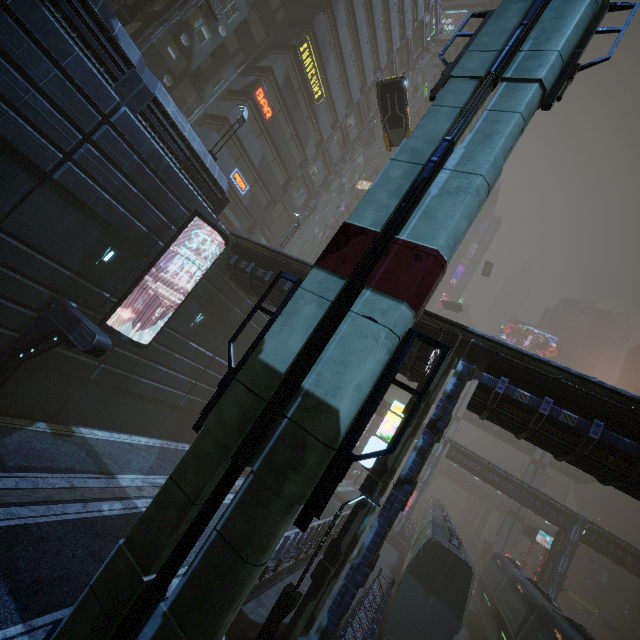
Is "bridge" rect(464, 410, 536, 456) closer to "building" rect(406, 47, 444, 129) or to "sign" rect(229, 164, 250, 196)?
"building" rect(406, 47, 444, 129)

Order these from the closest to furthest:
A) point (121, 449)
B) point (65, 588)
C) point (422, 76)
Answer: point (65, 588)
point (121, 449)
point (422, 76)

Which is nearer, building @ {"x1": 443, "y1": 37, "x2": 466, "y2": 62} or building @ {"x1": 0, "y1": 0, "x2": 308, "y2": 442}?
building @ {"x1": 0, "y1": 0, "x2": 308, "y2": 442}

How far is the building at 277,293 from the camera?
15.49m

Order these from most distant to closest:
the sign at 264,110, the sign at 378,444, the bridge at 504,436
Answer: the bridge at 504,436
the sign at 264,110
the sign at 378,444

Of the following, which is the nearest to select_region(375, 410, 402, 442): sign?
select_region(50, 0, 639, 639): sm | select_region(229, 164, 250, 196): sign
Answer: select_region(50, 0, 639, 639): sm

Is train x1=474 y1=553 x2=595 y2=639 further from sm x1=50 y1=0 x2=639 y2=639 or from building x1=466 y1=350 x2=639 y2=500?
sm x1=50 y1=0 x2=639 y2=639

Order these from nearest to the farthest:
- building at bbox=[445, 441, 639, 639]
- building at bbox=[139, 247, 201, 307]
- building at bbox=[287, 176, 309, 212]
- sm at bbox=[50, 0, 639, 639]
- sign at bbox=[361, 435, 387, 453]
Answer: sm at bbox=[50, 0, 639, 639]
sign at bbox=[361, 435, 387, 453]
building at bbox=[139, 247, 201, 307]
building at bbox=[445, 441, 639, 639]
building at bbox=[287, 176, 309, 212]
